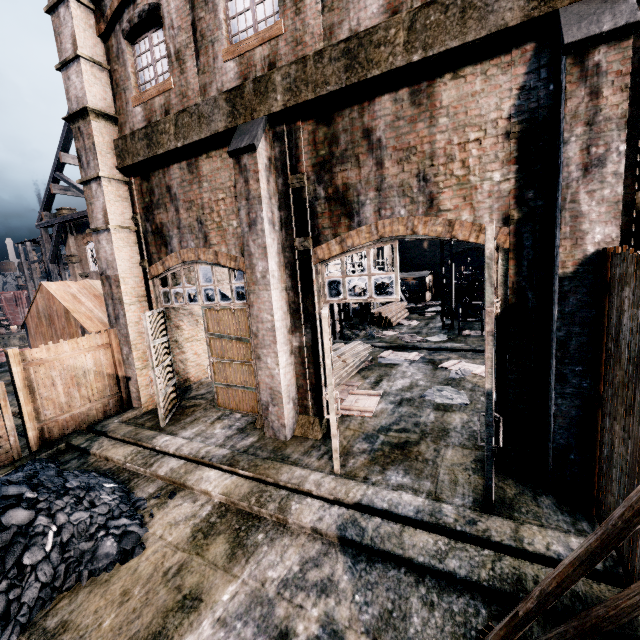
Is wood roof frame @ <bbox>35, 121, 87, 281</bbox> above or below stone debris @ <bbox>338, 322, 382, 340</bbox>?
above

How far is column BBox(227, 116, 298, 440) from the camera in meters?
7.7

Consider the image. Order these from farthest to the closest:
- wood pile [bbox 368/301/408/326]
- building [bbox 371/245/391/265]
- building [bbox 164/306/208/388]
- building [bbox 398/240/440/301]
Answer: building [bbox 371/245/391/265] < building [bbox 398/240/440/301] < wood pile [bbox 368/301/408/326] < building [bbox 164/306/208/388]

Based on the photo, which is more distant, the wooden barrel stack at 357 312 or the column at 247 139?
the wooden barrel stack at 357 312

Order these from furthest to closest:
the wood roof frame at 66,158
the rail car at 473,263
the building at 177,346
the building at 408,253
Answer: the rail car at 473,263 → the building at 408,253 → the wood roof frame at 66,158 → the building at 177,346

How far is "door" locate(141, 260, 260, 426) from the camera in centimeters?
981cm

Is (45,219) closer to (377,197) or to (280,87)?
(280,87)

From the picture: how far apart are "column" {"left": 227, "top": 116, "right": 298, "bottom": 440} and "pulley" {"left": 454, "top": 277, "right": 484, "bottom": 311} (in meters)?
18.08
